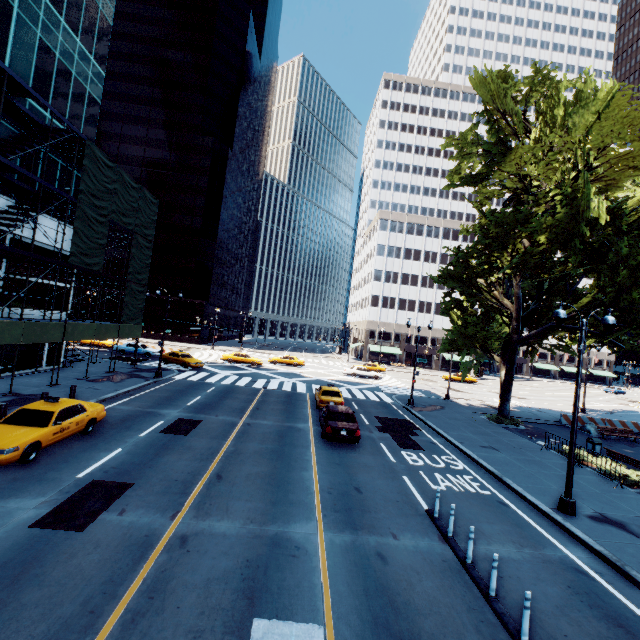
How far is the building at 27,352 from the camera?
21.83m

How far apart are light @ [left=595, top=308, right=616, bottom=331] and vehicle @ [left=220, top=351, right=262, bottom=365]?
34.0 meters

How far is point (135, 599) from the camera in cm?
610

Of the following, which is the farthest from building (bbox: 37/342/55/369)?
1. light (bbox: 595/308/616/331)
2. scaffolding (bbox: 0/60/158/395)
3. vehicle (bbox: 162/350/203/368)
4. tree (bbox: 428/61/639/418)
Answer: light (bbox: 595/308/616/331)

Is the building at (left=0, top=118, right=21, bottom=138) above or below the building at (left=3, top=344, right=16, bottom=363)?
above

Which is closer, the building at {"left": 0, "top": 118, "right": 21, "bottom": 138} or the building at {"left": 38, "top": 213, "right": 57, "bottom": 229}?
the building at {"left": 0, "top": 118, "right": 21, "bottom": 138}

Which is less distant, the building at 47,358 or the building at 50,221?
the building at 50,221

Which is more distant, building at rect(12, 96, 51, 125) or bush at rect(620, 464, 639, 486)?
building at rect(12, 96, 51, 125)
